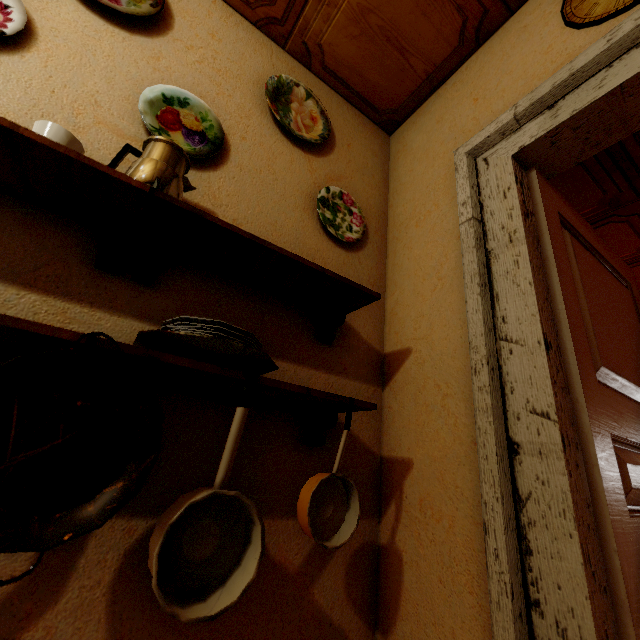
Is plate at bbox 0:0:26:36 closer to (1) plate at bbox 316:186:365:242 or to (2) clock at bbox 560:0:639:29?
(1) plate at bbox 316:186:365:242

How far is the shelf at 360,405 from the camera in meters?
1.0

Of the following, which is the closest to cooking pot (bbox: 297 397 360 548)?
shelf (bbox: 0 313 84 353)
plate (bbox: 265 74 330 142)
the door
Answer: shelf (bbox: 0 313 84 353)

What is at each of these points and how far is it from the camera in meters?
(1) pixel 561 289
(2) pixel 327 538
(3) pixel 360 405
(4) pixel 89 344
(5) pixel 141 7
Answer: (1) door, 1.0
(2) cooking pot, 0.9
(3) shelf, 1.0
(4) shelf, 0.6
(5) plate, 1.2

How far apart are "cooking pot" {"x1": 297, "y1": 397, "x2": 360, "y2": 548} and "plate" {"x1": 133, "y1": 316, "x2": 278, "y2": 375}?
0.2m

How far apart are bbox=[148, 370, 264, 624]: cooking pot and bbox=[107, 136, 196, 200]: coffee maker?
0.5 meters

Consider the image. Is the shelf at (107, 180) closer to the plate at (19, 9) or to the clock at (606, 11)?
the plate at (19, 9)

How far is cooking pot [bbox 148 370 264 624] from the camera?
0.7 meters
